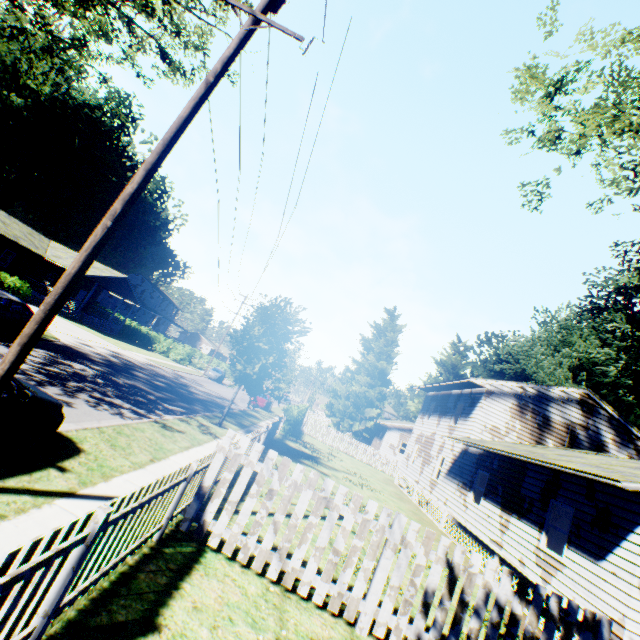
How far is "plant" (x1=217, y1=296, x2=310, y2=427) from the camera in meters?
14.9

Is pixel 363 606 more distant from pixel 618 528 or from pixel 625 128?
pixel 625 128

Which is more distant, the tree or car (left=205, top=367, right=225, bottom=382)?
car (left=205, top=367, right=225, bottom=382)

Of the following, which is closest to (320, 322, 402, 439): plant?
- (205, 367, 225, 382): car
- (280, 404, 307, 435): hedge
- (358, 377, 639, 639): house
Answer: (358, 377, 639, 639): house

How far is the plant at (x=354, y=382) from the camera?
45.4 meters

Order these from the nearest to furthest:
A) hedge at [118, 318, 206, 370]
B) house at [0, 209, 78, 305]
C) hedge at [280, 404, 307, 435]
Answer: hedge at [280, 404, 307, 435], house at [0, 209, 78, 305], hedge at [118, 318, 206, 370]

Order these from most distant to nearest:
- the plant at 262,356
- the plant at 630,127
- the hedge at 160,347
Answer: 1. the hedge at 160,347
2. the plant at 262,356
3. the plant at 630,127

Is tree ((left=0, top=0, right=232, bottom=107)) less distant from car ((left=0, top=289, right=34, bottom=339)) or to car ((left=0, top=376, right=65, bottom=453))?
car ((left=0, top=289, right=34, bottom=339))
